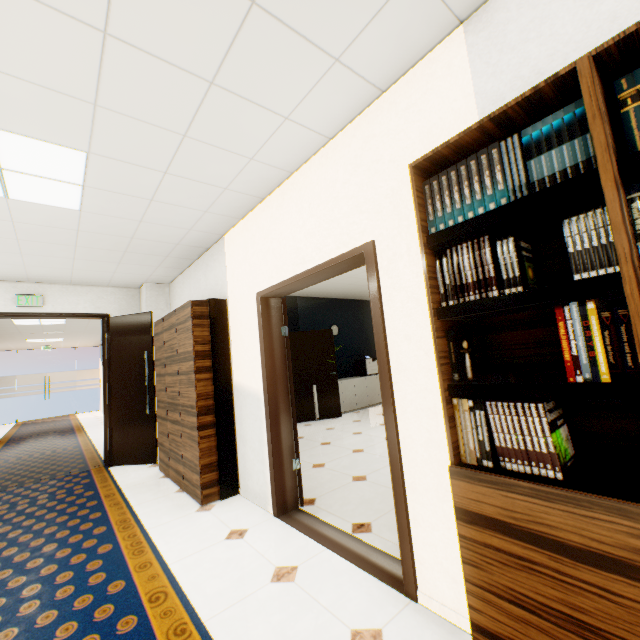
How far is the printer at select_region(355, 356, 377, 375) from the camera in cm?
859

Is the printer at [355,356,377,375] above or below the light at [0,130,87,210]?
below

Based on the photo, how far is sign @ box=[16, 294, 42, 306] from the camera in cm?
477

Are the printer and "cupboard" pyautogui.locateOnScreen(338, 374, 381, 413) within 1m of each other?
yes

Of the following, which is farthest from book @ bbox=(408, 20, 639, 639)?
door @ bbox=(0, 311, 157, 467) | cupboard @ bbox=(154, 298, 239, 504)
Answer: door @ bbox=(0, 311, 157, 467)

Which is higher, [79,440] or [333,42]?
[333,42]

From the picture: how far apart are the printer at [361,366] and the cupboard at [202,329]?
4.86m

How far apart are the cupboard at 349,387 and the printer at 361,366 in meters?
0.0
